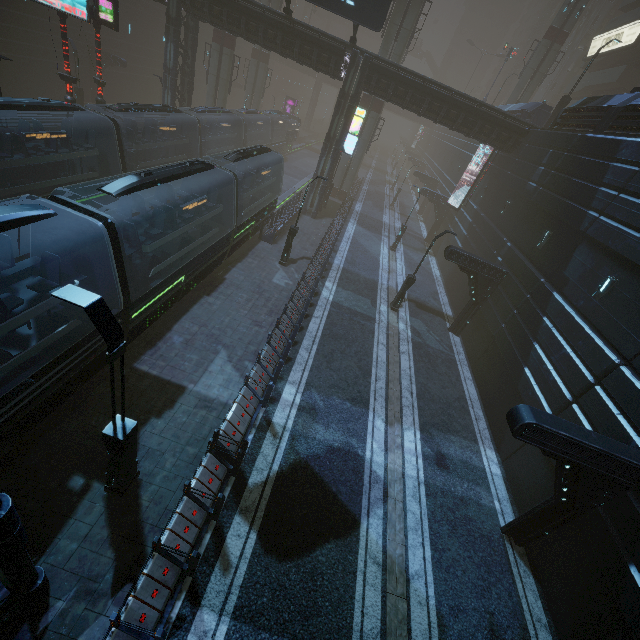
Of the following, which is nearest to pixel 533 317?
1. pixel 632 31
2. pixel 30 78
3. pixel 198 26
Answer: pixel 198 26

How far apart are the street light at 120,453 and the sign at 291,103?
63.5m

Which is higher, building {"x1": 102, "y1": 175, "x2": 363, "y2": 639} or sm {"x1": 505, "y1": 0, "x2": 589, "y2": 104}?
sm {"x1": 505, "y1": 0, "x2": 589, "y2": 104}

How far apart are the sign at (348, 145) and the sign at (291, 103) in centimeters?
3973cm

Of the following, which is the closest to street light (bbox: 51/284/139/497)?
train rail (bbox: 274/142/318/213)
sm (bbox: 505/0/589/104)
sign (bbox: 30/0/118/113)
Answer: train rail (bbox: 274/142/318/213)

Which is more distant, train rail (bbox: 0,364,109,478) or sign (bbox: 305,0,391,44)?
sign (bbox: 305,0,391,44)

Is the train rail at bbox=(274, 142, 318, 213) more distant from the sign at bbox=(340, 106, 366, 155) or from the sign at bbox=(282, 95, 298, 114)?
the sign at bbox=(340, 106, 366, 155)

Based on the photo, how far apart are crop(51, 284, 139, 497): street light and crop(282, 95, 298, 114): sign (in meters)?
63.55
